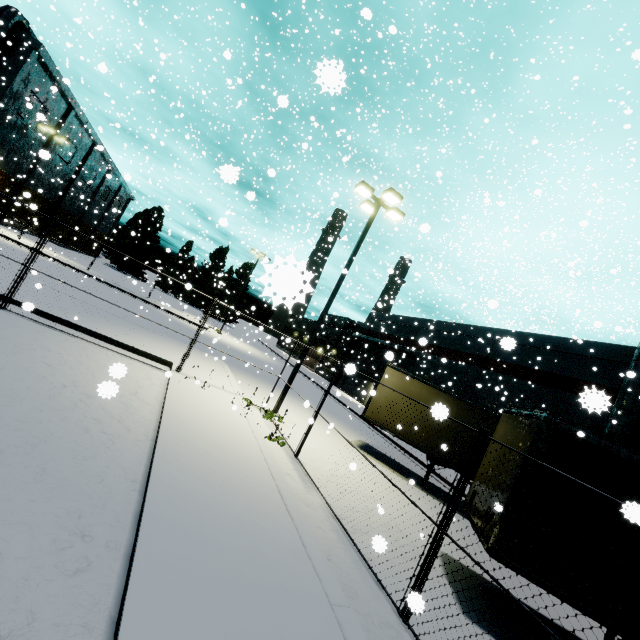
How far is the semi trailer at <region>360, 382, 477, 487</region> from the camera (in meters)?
12.88

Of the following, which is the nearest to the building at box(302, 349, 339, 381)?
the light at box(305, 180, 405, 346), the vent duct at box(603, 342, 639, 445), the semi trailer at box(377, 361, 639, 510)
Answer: the vent duct at box(603, 342, 639, 445)

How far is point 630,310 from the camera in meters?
50.4

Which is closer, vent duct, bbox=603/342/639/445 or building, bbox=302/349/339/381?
vent duct, bbox=603/342/639/445

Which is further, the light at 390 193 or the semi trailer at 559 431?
the light at 390 193

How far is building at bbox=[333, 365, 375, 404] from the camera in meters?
24.8

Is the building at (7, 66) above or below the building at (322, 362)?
above
